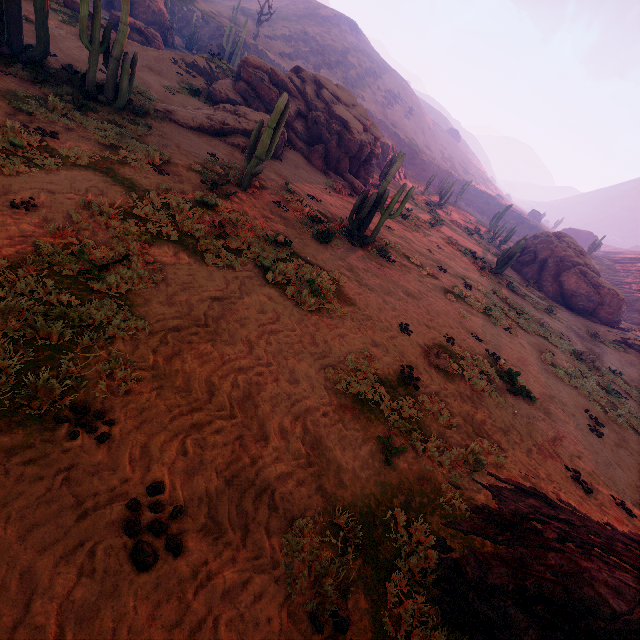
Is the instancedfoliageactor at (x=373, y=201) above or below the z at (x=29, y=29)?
above

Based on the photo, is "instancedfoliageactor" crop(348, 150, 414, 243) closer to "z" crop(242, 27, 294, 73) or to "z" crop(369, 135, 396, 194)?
"z" crop(369, 135, 396, 194)

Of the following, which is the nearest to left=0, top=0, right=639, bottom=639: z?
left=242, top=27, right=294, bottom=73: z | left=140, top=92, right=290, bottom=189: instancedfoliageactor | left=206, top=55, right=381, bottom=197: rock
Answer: left=140, top=92, right=290, bottom=189: instancedfoliageactor

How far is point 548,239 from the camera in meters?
30.9

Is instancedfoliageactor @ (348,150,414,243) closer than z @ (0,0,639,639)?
No

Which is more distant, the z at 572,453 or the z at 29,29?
the z at 29,29

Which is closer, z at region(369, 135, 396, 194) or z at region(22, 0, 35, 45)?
z at region(22, 0, 35, 45)

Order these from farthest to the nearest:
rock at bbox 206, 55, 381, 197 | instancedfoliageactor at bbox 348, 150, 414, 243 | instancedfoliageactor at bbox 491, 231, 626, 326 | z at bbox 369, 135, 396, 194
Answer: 1. z at bbox 369, 135, 396, 194
2. instancedfoliageactor at bbox 491, 231, 626, 326
3. rock at bbox 206, 55, 381, 197
4. instancedfoliageactor at bbox 348, 150, 414, 243
